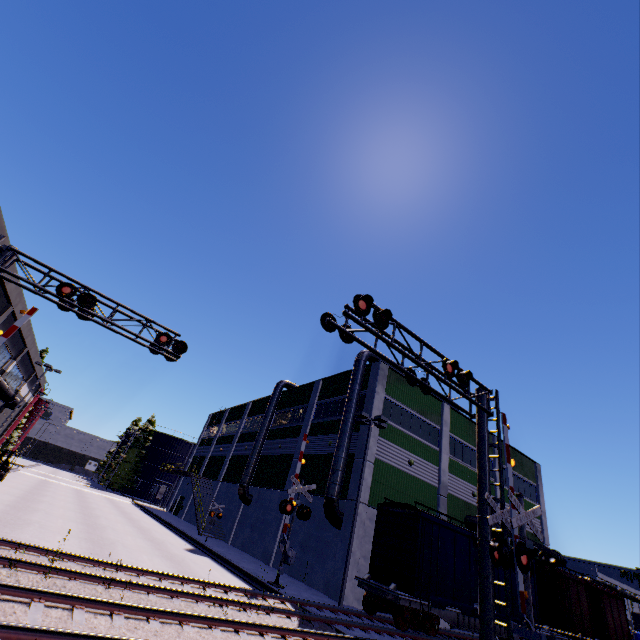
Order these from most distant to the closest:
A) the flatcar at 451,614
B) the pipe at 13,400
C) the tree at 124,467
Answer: the tree at 124,467, the pipe at 13,400, the flatcar at 451,614

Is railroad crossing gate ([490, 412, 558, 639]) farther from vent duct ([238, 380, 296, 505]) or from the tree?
the tree

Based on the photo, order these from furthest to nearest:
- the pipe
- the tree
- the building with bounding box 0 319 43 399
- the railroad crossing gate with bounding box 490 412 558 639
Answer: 1. the tree
2. the building with bounding box 0 319 43 399
3. the pipe
4. the railroad crossing gate with bounding box 490 412 558 639

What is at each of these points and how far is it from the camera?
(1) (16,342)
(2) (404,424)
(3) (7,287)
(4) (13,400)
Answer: (1) building, 27.5 meters
(2) building, 25.0 meters
(3) building, 19.6 meters
(4) pipe, 31.3 meters

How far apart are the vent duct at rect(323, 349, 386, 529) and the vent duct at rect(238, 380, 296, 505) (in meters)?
12.26

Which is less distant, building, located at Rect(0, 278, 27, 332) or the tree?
building, located at Rect(0, 278, 27, 332)

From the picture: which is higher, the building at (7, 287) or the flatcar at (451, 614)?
the building at (7, 287)

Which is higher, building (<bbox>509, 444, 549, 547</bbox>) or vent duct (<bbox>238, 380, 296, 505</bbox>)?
building (<bbox>509, 444, 549, 547</bbox>)
